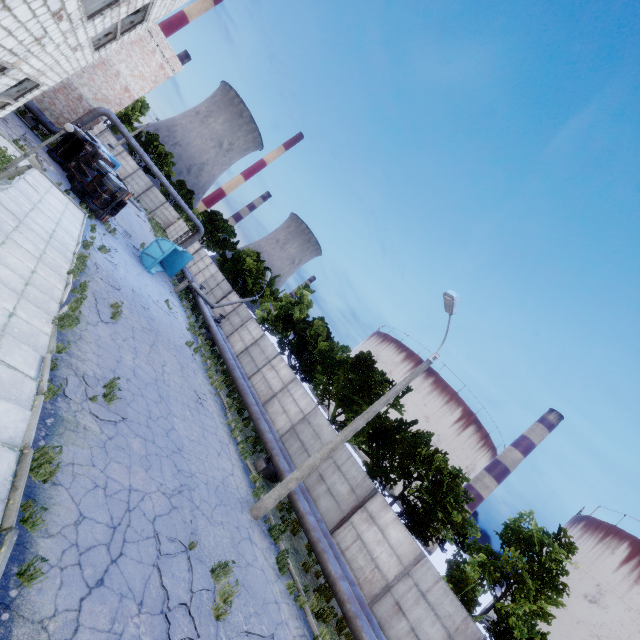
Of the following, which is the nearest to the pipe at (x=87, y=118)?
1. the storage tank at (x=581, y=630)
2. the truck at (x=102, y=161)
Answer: the truck at (x=102, y=161)

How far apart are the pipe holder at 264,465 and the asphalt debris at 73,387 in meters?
7.2 m

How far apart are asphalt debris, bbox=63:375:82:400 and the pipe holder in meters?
7.2 m

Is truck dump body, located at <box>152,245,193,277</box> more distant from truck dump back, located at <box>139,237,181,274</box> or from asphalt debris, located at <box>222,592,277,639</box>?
asphalt debris, located at <box>222,592,277,639</box>

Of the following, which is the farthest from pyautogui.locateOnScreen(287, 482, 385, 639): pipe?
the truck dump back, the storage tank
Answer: the storage tank

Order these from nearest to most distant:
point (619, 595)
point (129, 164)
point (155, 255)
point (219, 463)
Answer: point (219, 463)
point (155, 255)
point (129, 164)
point (619, 595)

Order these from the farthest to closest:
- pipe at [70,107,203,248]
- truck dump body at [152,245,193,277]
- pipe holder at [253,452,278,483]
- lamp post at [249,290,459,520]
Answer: truck dump body at [152,245,193,277]
pipe at [70,107,203,248]
pipe holder at [253,452,278,483]
lamp post at [249,290,459,520]

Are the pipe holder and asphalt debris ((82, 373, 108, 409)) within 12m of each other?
yes
